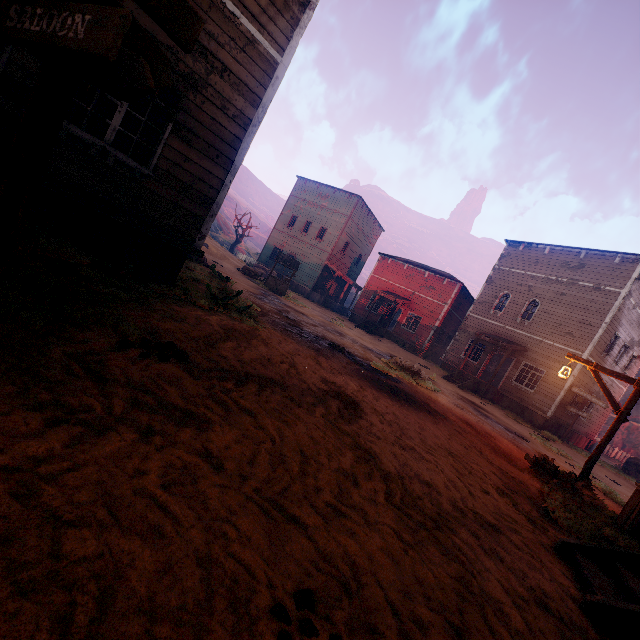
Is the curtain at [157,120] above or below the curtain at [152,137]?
above

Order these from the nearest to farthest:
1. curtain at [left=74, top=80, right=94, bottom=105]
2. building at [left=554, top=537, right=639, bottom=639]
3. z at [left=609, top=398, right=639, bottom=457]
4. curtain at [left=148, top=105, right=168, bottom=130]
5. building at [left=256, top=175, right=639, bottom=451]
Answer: building at [left=554, top=537, right=639, bottom=639], curtain at [left=74, top=80, right=94, bottom=105], curtain at [left=148, top=105, right=168, bottom=130], building at [left=256, top=175, right=639, bottom=451], z at [left=609, top=398, right=639, bottom=457]

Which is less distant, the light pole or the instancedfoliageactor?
the light pole

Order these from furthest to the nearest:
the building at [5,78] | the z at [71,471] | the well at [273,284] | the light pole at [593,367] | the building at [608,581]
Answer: the well at [273,284] < the light pole at [593,367] < the building at [5,78] < the building at [608,581] < the z at [71,471]

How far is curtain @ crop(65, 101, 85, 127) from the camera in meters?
5.0 m

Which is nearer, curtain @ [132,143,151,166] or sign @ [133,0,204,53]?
sign @ [133,0,204,53]

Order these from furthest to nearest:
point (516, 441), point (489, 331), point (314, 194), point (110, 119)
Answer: point (314, 194) < point (489, 331) < point (110, 119) < point (516, 441)

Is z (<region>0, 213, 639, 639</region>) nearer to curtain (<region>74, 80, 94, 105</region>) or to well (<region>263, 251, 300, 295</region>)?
well (<region>263, 251, 300, 295</region>)
